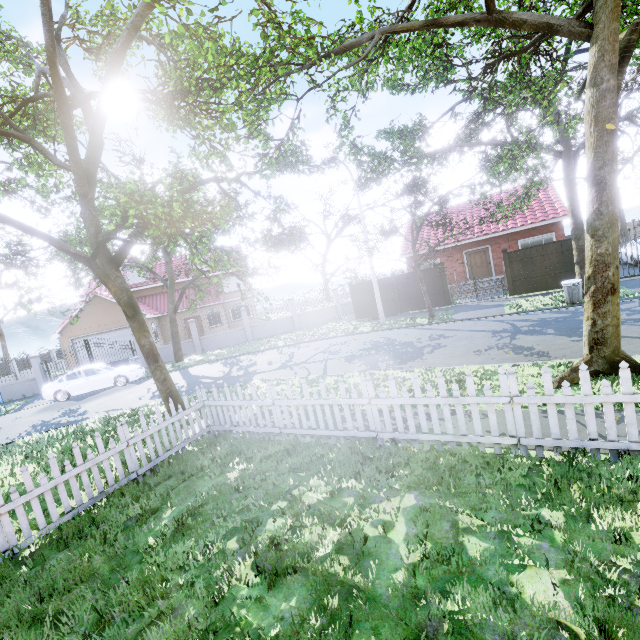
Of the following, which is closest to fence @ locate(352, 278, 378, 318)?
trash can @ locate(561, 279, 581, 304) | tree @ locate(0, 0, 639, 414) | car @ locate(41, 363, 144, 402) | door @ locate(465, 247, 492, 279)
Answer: tree @ locate(0, 0, 639, 414)

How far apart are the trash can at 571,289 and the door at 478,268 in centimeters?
945cm

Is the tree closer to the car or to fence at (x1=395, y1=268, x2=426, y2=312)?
fence at (x1=395, y1=268, x2=426, y2=312)

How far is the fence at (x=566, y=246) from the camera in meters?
15.9

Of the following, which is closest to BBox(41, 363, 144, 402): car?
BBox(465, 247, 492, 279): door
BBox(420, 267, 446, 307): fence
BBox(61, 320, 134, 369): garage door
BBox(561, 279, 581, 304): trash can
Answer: BBox(420, 267, 446, 307): fence

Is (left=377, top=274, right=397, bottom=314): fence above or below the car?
above

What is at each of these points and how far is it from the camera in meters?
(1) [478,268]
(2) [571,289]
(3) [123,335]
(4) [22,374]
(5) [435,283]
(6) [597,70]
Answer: (1) door, 22.9 m
(2) trash can, 12.8 m
(3) garage door, 25.5 m
(4) fence, 29.1 m
(5) fence, 19.1 m
(6) tree, 5.6 m

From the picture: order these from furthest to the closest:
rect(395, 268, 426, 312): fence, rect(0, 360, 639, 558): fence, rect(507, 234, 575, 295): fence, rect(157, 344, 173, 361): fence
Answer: rect(157, 344, 173, 361): fence
rect(395, 268, 426, 312): fence
rect(507, 234, 575, 295): fence
rect(0, 360, 639, 558): fence
